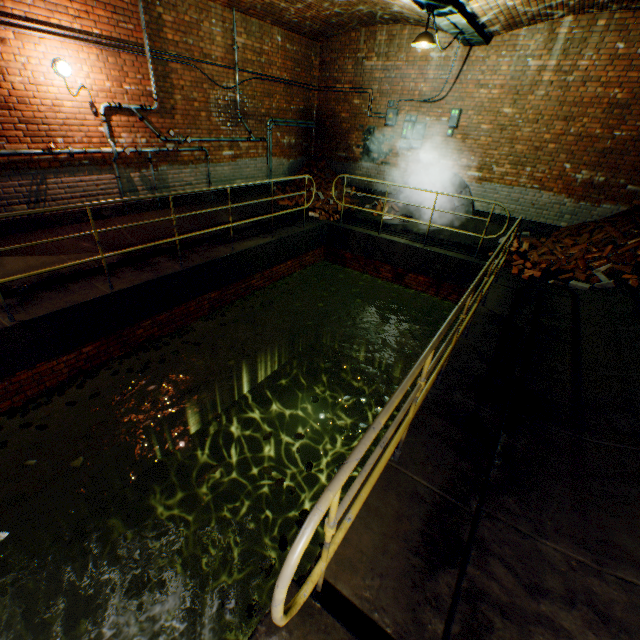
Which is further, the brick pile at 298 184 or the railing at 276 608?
the brick pile at 298 184

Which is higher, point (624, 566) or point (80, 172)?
point (80, 172)

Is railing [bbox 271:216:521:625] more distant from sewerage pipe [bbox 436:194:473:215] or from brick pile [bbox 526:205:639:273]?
sewerage pipe [bbox 436:194:473:215]

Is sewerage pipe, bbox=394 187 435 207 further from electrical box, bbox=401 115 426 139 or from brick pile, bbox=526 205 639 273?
brick pile, bbox=526 205 639 273

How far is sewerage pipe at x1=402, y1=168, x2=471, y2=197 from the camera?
8.9 meters

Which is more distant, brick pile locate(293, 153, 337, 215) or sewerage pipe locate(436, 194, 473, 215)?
brick pile locate(293, 153, 337, 215)

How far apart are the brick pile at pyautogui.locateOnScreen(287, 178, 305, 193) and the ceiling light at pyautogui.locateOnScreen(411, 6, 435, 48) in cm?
468

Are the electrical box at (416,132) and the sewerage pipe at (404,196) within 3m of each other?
yes
